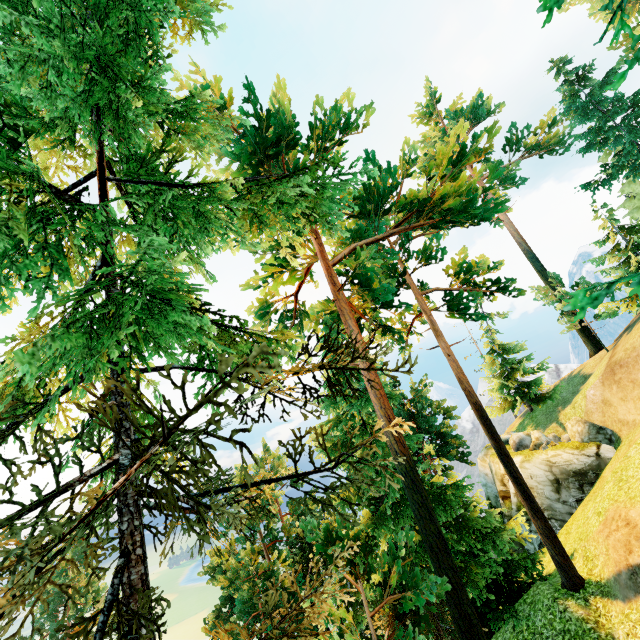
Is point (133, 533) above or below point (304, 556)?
above
